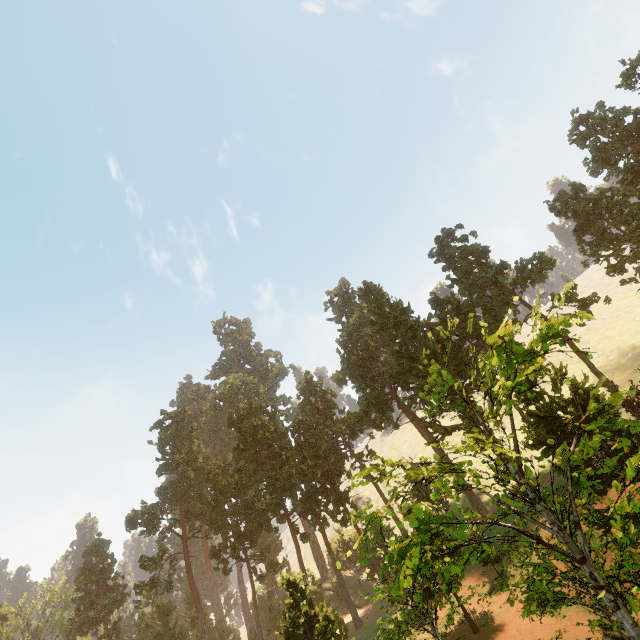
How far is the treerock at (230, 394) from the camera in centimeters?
5778cm

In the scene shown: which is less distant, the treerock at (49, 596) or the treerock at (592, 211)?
the treerock at (592, 211)

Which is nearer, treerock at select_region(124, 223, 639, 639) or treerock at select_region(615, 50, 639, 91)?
treerock at select_region(124, 223, 639, 639)

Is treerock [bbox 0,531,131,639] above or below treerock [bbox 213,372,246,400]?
below

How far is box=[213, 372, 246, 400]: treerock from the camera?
57.8m

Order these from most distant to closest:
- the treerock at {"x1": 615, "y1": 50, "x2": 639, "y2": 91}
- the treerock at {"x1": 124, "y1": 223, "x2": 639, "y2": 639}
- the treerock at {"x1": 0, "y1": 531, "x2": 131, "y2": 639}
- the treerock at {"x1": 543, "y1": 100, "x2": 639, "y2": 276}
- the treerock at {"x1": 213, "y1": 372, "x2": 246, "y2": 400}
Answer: the treerock at {"x1": 213, "y1": 372, "x2": 246, "y2": 400}
the treerock at {"x1": 0, "y1": 531, "x2": 131, "y2": 639}
the treerock at {"x1": 543, "y1": 100, "x2": 639, "y2": 276}
the treerock at {"x1": 615, "y1": 50, "x2": 639, "y2": 91}
the treerock at {"x1": 124, "y1": 223, "x2": 639, "y2": 639}

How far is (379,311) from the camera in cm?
4547
